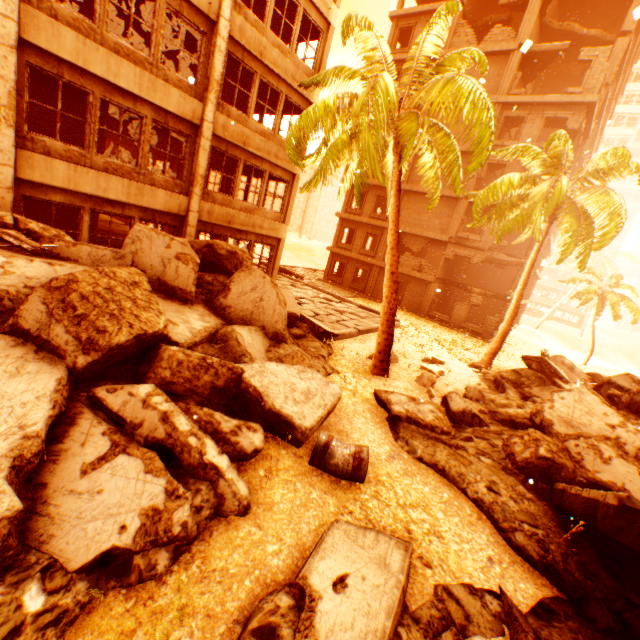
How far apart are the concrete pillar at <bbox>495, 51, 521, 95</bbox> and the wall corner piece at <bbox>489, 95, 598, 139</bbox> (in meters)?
0.01

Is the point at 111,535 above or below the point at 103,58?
below

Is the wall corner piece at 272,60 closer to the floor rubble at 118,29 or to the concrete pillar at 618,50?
the floor rubble at 118,29

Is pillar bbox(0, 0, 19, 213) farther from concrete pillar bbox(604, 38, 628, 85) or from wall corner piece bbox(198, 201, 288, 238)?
concrete pillar bbox(604, 38, 628, 85)

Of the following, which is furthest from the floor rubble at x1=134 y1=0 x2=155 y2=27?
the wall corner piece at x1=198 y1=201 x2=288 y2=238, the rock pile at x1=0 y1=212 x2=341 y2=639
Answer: the rock pile at x1=0 y1=212 x2=341 y2=639

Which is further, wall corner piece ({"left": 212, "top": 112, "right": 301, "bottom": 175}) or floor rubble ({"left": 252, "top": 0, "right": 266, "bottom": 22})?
floor rubble ({"left": 252, "top": 0, "right": 266, "bottom": 22})

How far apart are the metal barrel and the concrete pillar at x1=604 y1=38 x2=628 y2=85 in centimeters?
3106cm

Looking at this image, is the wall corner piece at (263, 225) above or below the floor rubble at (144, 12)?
below
